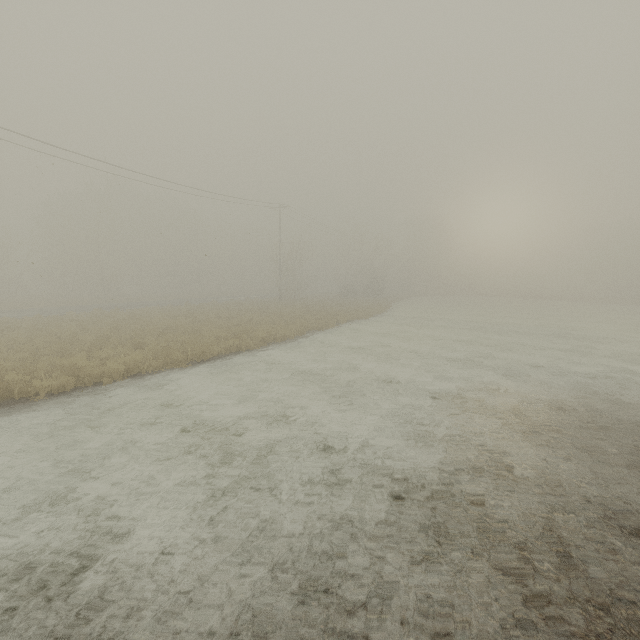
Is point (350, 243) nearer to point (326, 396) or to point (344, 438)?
point (326, 396)
